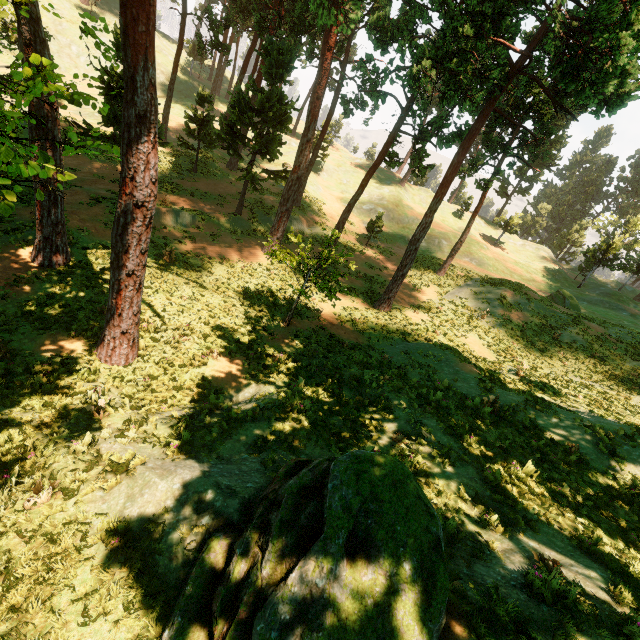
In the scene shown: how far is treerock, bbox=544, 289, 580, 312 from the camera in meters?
31.0

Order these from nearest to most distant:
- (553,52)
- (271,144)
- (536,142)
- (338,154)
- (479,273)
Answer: (553,52) → (536,142) → (271,144) → (479,273) → (338,154)

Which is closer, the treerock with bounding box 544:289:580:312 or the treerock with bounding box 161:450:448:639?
the treerock with bounding box 161:450:448:639

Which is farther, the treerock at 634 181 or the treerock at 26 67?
the treerock at 634 181

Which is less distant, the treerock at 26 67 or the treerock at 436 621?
the treerock at 436 621

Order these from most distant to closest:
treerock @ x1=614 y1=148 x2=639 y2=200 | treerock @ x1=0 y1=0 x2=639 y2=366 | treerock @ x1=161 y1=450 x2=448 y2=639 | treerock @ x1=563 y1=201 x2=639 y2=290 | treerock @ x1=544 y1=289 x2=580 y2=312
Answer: treerock @ x1=614 y1=148 x2=639 y2=200 → treerock @ x1=563 y1=201 x2=639 y2=290 → treerock @ x1=544 y1=289 x2=580 y2=312 → treerock @ x1=0 y1=0 x2=639 y2=366 → treerock @ x1=161 y1=450 x2=448 y2=639
